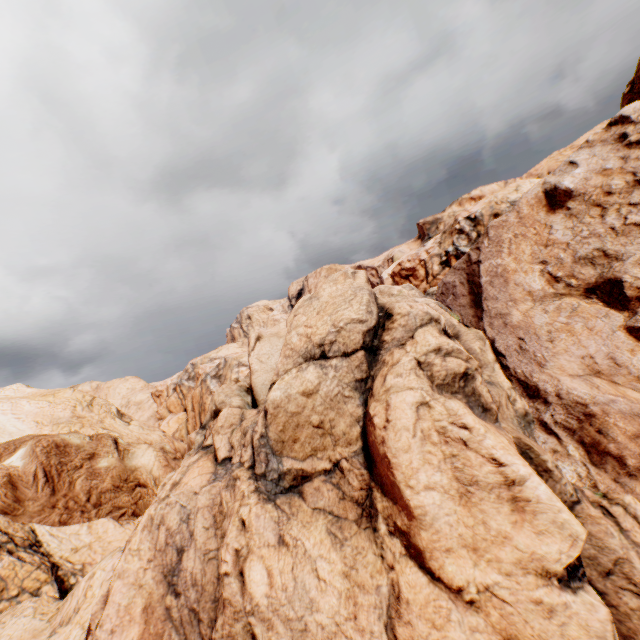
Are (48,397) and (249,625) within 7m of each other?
no
